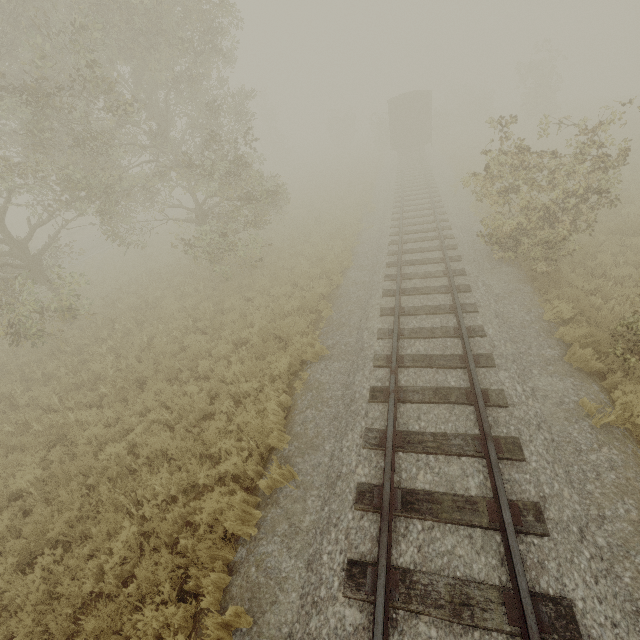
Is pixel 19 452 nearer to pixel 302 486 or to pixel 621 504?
pixel 302 486

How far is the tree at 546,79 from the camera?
28.3 meters

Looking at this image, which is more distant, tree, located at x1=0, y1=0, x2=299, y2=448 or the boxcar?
the boxcar

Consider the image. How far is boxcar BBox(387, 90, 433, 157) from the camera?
25.5 meters

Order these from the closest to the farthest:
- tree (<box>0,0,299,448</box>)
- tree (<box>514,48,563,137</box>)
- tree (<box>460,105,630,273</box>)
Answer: tree (<box>460,105,630,273</box>)
tree (<box>0,0,299,448</box>)
tree (<box>514,48,563,137</box>)

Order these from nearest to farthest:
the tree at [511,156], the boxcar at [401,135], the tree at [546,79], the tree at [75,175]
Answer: the tree at [511,156], the tree at [75,175], the boxcar at [401,135], the tree at [546,79]

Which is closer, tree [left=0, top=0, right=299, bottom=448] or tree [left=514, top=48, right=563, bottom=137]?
tree [left=0, top=0, right=299, bottom=448]
